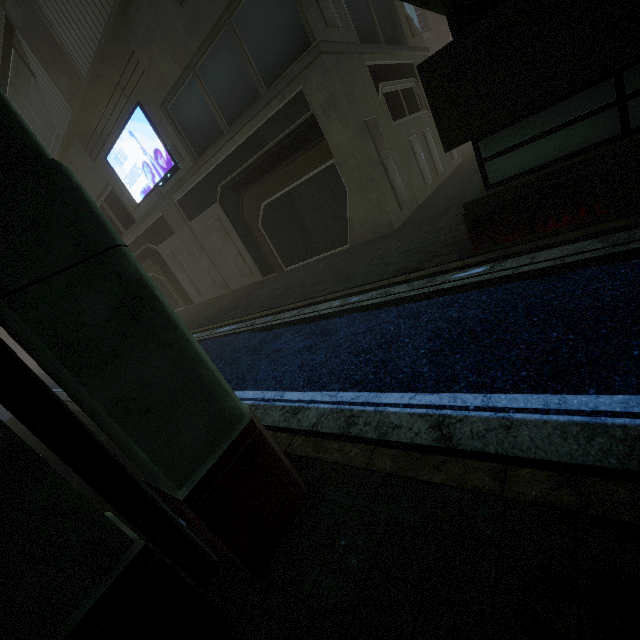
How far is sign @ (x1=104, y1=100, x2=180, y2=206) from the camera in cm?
1528

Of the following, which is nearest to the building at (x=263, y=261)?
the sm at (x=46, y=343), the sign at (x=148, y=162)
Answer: the sign at (x=148, y=162)

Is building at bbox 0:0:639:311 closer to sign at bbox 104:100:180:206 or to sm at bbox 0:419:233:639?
sign at bbox 104:100:180:206

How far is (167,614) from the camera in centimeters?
222cm

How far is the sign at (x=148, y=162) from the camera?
15.3m

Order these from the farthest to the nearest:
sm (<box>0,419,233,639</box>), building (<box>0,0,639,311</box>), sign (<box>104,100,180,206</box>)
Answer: sign (<box>104,100,180,206</box>)
building (<box>0,0,639,311</box>)
sm (<box>0,419,233,639</box>)

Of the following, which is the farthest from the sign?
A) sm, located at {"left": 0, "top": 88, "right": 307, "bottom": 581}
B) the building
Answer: sm, located at {"left": 0, "top": 88, "right": 307, "bottom": 581}
